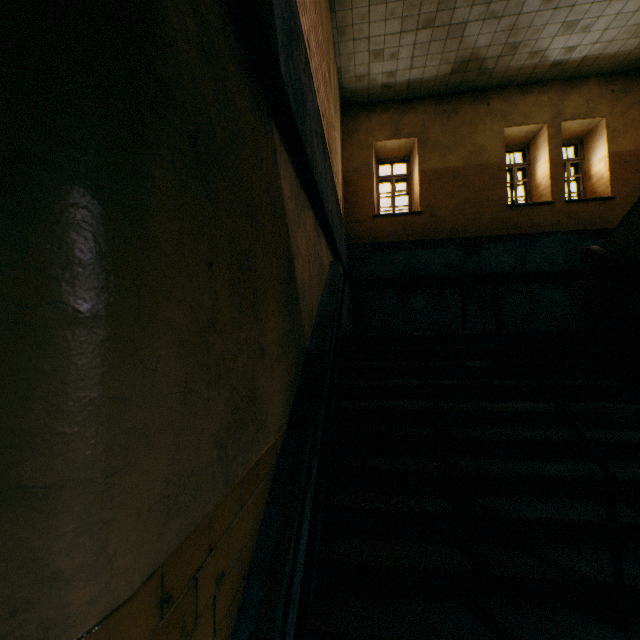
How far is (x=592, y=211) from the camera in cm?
792
